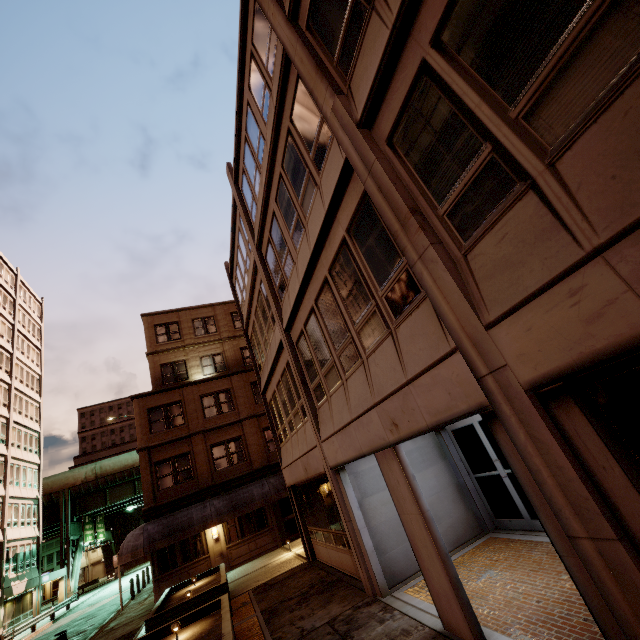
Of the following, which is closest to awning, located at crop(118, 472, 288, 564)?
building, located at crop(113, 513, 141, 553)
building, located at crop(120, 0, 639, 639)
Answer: building, located at crop(120, 0, 639, 639)

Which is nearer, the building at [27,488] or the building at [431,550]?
the building at [431,550]

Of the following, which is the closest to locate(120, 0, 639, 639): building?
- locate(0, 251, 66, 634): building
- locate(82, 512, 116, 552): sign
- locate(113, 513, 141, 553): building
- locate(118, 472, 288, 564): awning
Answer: locate(118, 472, 288, 564): awning

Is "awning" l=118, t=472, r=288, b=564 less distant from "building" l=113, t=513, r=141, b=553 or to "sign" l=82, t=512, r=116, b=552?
"sign" l=82, t=512, r=116, b=552

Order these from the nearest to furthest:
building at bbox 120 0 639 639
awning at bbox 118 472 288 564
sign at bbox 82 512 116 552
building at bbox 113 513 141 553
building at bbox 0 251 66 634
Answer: building at bbox 120 0 639 639 → awning at bbox 118 472 288 564 → building at bbox 0 251 66 634 → sign at bbox 82 512 116 552 → building at bbox 113 513 141 553

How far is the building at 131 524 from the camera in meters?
57.9 m

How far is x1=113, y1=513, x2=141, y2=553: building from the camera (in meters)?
57.89

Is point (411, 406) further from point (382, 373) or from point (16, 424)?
point (16, 424)
